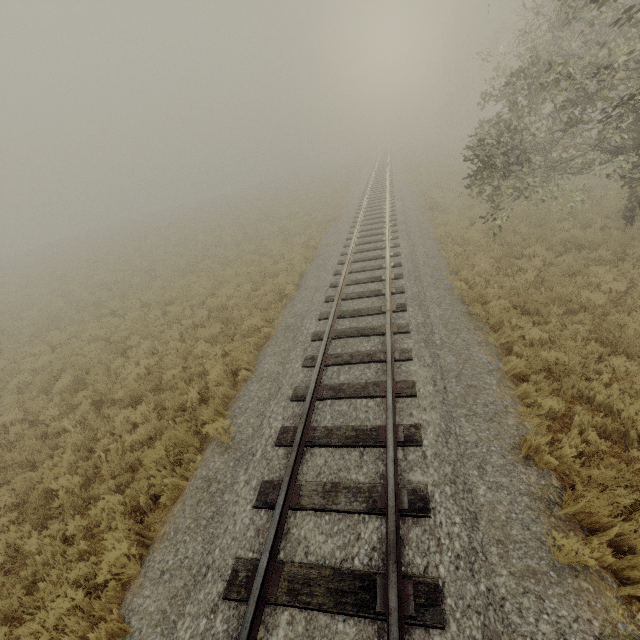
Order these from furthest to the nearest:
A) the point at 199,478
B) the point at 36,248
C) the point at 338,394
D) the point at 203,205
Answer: the point at 203,205 → the point at 36,248 → the point at 338,394 → the point at 199,478
